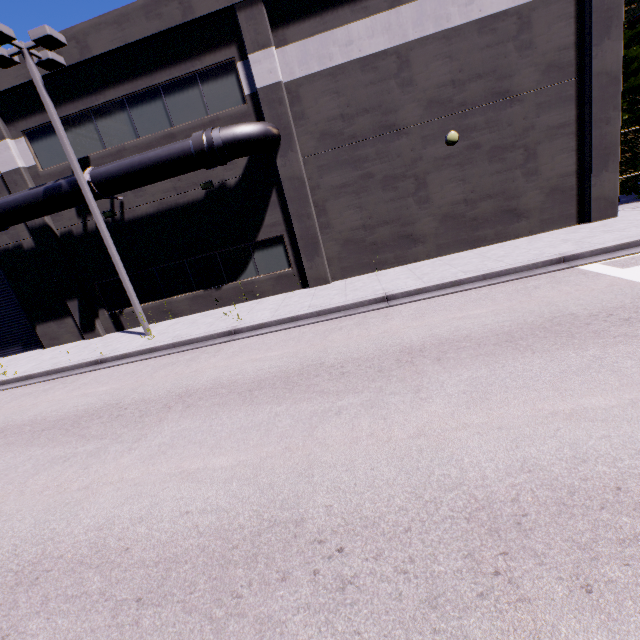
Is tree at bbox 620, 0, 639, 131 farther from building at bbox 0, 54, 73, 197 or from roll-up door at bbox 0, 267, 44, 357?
roll-up door at bbox 0, 267, 44, 357

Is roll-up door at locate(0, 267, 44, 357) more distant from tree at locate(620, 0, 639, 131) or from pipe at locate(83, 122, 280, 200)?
tree at locate(620, 0, 639, 131)

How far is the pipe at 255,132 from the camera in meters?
10.9 m

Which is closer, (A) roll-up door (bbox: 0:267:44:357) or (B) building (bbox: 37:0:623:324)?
(B) building (bbox: 37:0:623:324)

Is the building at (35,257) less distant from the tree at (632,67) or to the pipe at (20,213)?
the pipe at (20,213)

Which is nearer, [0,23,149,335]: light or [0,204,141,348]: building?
[0,23,149,335]: light

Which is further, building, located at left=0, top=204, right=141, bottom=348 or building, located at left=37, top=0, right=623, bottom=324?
building, located at left=0, top=204, right=141, bottom=348

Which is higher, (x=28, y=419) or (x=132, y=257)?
(x=132, y=257)
